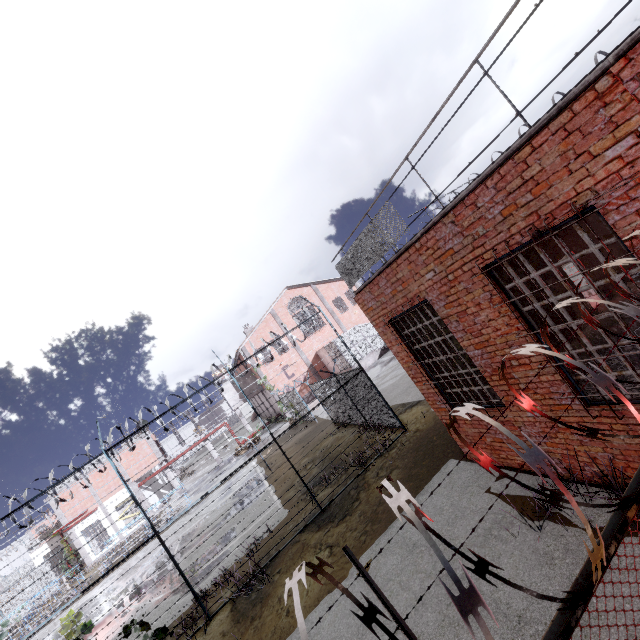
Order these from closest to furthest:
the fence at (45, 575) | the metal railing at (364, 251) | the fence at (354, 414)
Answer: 1. the metal railing at (364, 251)
2. the fence at (45, 575)
3. the fence at (354, 414)

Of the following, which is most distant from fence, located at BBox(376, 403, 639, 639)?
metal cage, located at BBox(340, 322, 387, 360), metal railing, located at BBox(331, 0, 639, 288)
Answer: metal cage, located at BBox(340, 322, 387, 360)

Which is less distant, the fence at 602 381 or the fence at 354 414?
the fence at 602 381

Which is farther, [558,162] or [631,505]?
[558,162]

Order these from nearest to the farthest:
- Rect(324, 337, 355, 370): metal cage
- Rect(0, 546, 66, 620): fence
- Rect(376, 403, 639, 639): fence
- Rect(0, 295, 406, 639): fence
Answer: Rect(376, 403, 639, 639): fence
Rect(0, 546, 66, 620): fence
Rect(0, 295, 406, 639): fence
Rect(324, 337, 355, 370): metal cage
